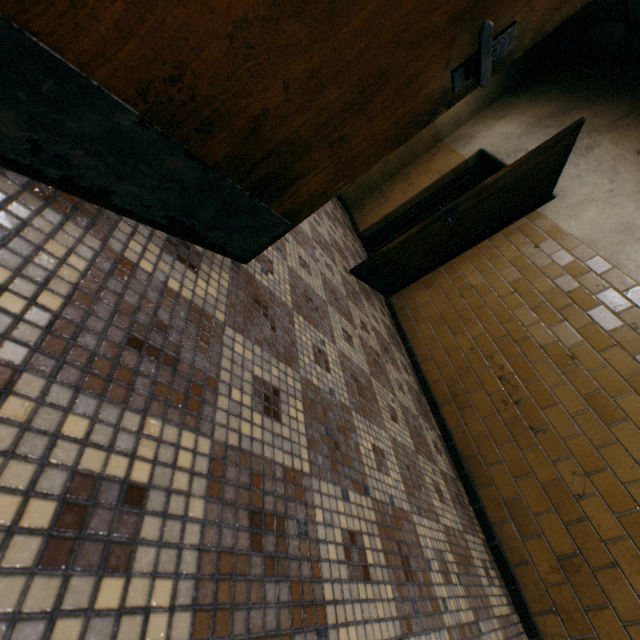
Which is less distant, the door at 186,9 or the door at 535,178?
the door at 186,9

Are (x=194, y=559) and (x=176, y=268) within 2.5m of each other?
yes

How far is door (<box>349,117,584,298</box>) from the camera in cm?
266

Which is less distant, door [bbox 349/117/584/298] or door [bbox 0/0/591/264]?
door [bbox 0/0/591/264]

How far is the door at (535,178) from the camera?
2.66m
